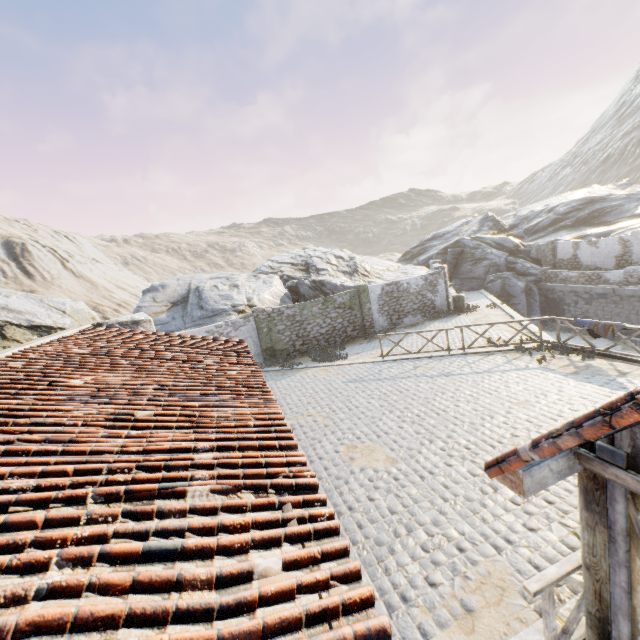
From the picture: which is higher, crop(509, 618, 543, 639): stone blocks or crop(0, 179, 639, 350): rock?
crop(0, 179, 639, 350): rock

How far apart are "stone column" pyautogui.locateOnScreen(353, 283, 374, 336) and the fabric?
9.9m

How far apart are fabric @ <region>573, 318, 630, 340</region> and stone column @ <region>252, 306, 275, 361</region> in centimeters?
1353cm

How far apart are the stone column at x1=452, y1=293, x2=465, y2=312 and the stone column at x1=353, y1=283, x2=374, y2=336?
5.12m

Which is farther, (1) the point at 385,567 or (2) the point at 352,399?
(2) the point at 352,399

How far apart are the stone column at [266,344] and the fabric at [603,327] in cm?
1353

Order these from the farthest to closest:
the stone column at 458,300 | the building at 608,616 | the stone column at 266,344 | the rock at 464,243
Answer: the stone column at 458,300 → the stone column at 266,344 → the rock at 464,243 → the building at 608,616

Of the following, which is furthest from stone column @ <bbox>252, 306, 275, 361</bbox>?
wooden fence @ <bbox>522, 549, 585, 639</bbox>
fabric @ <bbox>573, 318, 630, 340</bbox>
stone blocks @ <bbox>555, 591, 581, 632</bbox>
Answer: wooden fence @ <bbox>522, 549, 585, 639</bbox>
